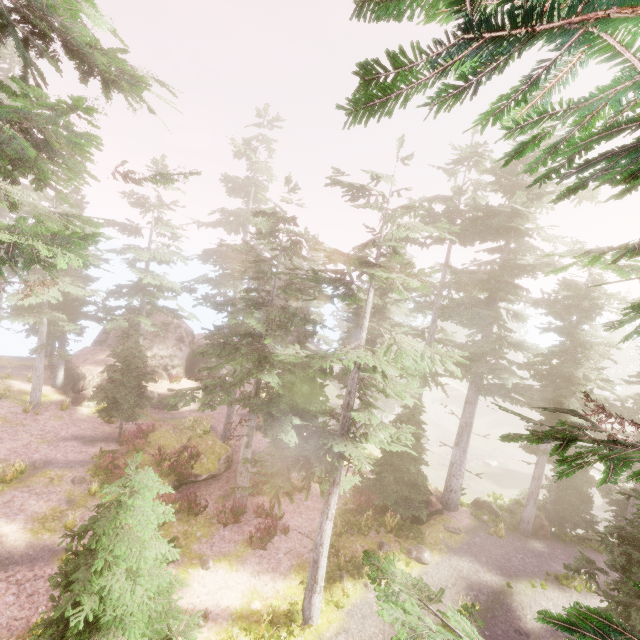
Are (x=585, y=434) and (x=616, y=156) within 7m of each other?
yes

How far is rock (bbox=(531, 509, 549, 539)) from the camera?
19.6 meters

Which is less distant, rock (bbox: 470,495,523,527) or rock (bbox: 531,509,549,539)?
rock (bbox: 531,509,549,539)

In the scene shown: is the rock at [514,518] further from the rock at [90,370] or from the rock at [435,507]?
the rock at [90,370]

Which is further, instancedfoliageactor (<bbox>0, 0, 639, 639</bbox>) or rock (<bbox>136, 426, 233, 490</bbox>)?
rock (<bbox>136, 426, 233, 490</bbox>)

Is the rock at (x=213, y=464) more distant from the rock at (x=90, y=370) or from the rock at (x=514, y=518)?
the rock at (x=514, y=518)

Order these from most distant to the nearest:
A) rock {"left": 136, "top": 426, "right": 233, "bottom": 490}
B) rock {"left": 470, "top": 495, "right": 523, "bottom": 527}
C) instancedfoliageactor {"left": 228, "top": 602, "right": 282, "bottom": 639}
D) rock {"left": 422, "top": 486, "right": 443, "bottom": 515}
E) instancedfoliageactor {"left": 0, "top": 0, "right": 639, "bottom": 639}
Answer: rock {"left": 470, "top": 495, "right": 523, "bottom": 527} < rock {"left": 422, "top": 486, "right": 443, "bottom": 515} < rock {"left": 136, "top": 426, "right": 233, "bottom": 490} < instancedfoliageactor {"left": 228, "top": 602, "right": 282, "bottom": 639} < instancedfoliageactor {"left": 0, "top": 0, "right": 639, "bottom": 639}

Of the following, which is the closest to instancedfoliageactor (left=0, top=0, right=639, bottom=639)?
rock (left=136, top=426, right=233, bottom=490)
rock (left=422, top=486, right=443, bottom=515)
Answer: rock (left=422, top=486, right=443, bottom=515)
